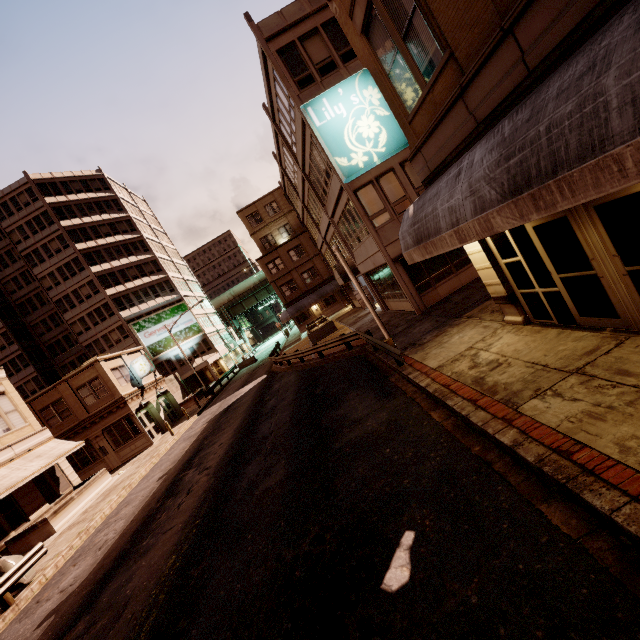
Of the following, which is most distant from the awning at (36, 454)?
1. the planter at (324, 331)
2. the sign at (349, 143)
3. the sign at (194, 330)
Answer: the sign at (194, 330)

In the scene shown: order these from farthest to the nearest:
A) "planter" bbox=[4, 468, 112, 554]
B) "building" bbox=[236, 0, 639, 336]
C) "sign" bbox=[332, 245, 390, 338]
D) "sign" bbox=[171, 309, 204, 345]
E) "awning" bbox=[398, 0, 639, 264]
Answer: "sign" bbox=[171, 309, 204, 345] < "planter" bbox=[4, 468, 112, 554] < "sign" bbox=[332, 245, 390, 338] < "building" bbox=[236, 0, 639, 336] < "awning" bbox=[398, 0, 639, 264]

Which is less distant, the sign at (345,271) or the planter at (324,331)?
the sign at (345,271)

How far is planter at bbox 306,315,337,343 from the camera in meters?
27.5 m

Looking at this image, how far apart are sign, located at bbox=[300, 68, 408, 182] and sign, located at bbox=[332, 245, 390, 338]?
3.5 meters

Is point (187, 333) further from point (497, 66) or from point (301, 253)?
point (497, 66)

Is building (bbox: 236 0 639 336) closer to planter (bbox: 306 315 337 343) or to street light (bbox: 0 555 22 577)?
planter (bbox: 306 315 337 343)

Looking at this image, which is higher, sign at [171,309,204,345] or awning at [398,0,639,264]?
sign at [171,309,204,345]
